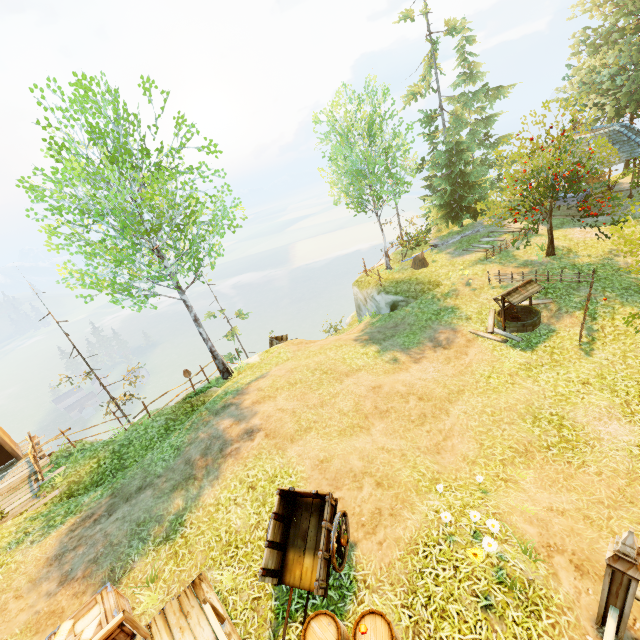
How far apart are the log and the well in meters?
7.1 m

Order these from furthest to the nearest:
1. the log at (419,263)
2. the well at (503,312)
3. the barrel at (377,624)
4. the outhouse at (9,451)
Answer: the log at (419,263)
the outhouse at (9,451)
the well at (503,312)
the barrel at (377,624)

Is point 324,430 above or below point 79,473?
above

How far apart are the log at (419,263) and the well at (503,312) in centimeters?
705cm

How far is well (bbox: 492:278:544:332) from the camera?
12.39m

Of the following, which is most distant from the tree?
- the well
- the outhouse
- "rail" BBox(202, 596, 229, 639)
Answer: the outhouse

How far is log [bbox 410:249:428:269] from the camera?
20.15m

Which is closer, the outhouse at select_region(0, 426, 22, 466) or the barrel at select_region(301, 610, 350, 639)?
the barrel at select_region(301, 610, 350, 639)
